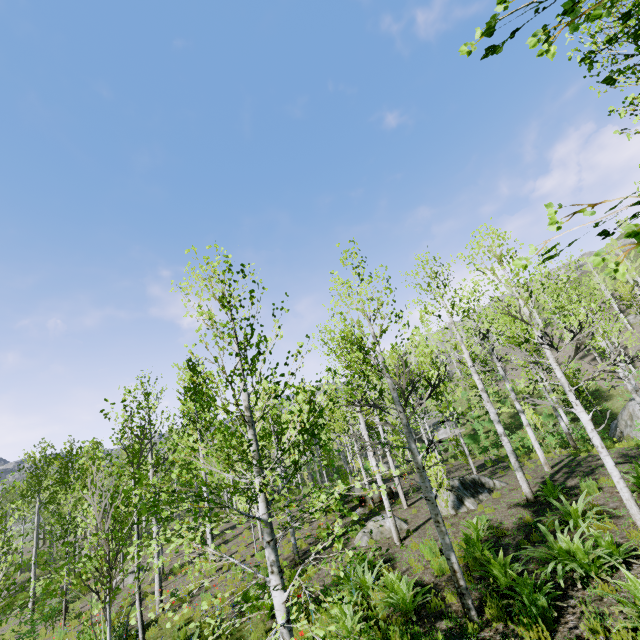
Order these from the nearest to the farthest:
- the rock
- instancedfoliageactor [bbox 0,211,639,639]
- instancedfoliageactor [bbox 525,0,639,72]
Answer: instancedfoliageactor [bbox 525,0,639,72] < instancedfoliageactor [bbox 0,211,639,639] < the rock

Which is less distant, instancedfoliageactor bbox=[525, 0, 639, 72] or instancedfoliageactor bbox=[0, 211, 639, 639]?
instancedfoliageactor bbox=[525, 0, 639, 72]

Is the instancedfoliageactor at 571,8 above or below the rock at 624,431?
above

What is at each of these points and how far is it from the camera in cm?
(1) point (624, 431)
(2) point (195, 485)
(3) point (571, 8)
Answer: (1) rock, 2038
(2) instancedfoliageactor, 2261
(3) instancedfoliageactor, 130

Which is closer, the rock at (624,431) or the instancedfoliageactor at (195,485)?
the instancedfoliageactor at (195,485)

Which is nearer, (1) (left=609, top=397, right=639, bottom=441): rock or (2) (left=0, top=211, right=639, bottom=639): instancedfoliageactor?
(2) (left=0, top=211, right=639, bottom=639): instancedfoliageactor

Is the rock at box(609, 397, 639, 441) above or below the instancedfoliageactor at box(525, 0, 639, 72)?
below
